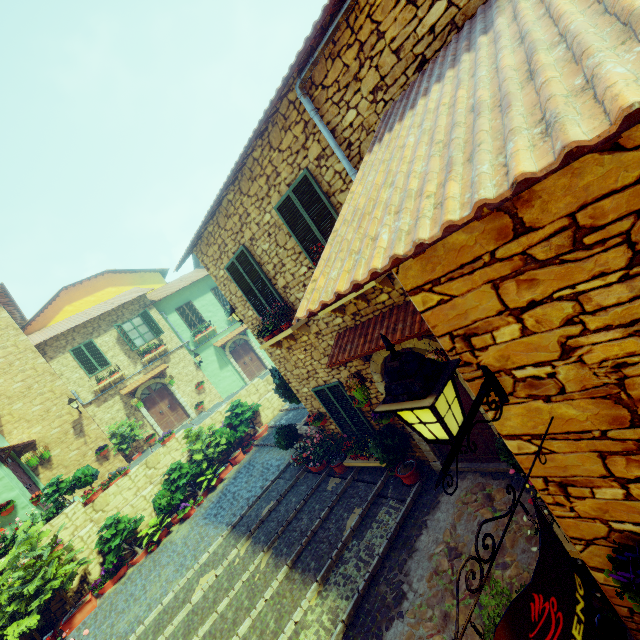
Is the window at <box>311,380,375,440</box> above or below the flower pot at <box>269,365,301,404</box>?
below

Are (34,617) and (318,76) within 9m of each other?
no

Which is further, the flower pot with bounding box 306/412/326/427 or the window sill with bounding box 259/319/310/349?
the flower pot with bounding box 306/412/326/427

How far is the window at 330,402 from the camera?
7.5 meters

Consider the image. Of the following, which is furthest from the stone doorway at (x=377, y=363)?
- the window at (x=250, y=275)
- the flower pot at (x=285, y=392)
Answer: the flower pot at (x=285, y=392)

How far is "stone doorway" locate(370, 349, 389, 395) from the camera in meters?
6.2 m

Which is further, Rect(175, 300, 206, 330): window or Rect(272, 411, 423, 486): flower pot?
Rect(175, 300, 206, 330): window

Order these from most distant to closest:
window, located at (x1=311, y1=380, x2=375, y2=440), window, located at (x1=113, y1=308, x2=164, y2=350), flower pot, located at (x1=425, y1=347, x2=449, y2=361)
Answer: window, located at (x1=113, y1=308, x2=164, y2=350) → window, located at (x1=311, y1=380, x2=375, y2=440) → flower pot, located at (x1=425, y1=347, x2=449, y2=361)
